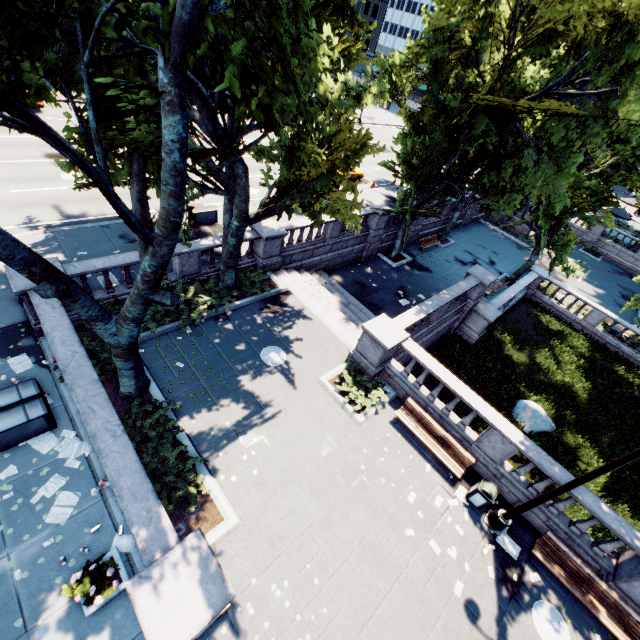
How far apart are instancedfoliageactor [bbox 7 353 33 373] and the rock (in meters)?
20.67

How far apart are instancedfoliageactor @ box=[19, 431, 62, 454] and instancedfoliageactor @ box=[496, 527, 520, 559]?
12.03m

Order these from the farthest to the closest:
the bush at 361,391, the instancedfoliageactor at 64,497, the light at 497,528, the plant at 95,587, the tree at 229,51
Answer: the bush at 361,391
the instancedfoliageactor at 64,497
the light at 497,528
the plant at 95,587
the tree at 229,51

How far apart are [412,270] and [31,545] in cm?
2361

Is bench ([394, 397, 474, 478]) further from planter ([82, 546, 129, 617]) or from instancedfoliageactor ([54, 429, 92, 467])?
instancedfoliageactor ([54, 429, 92, 467])

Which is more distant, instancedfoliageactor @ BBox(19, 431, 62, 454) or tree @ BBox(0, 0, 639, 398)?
instancedfoliageactor @ BBox(19, 431, 62, 454)

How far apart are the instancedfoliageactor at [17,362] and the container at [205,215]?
10.38m

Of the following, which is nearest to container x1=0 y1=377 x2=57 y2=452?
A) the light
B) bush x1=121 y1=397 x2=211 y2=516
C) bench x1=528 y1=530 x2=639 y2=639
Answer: bush x1=121 y1=397 x2=211 y2=516
